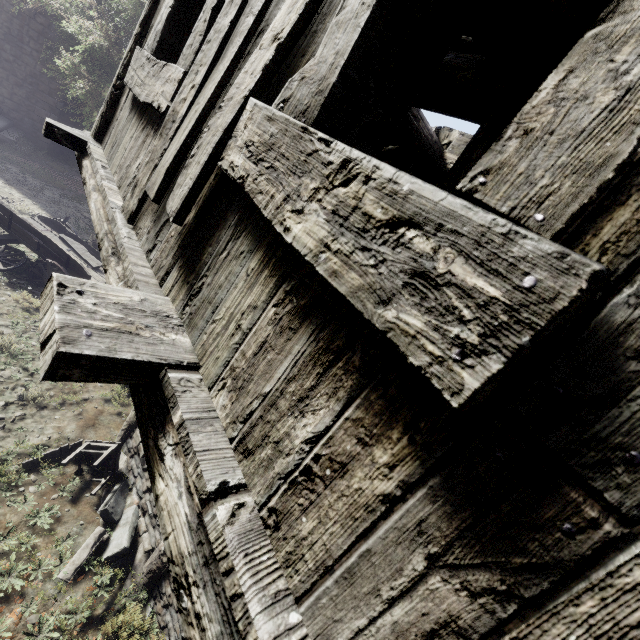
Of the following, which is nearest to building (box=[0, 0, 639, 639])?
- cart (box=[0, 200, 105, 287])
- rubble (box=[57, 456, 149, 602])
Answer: rubble (box=[57, 456, 149, 602])

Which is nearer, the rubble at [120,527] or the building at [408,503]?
the building at [408,503]

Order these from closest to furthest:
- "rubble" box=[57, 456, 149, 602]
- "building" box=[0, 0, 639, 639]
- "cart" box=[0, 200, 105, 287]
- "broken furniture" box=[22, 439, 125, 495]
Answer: "building" box=[0, 0, 639, 639], "rubble" box=[57, 456, 149, 602], "broken furniture" box=[22, 439, 125, 495], "cart" box=[0, 200, 105, 287]

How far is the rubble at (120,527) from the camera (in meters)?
4.57

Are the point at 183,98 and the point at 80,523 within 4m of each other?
no

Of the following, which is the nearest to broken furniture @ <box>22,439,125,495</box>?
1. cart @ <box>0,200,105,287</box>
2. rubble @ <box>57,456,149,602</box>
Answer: rubble @ <box>57,456,149,602</box>

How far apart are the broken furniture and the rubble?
0.0m

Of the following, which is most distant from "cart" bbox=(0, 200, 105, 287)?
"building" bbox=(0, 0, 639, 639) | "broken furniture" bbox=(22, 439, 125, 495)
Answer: "broken furniture" bbox=(22, 439, 125, 495)
